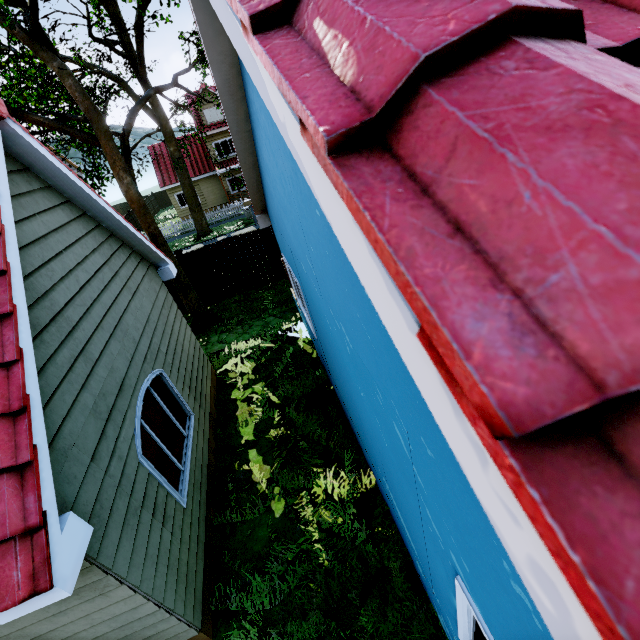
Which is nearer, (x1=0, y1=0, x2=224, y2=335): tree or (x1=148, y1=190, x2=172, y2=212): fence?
(x1=0, y1=0, x2=224, y2=335): tree

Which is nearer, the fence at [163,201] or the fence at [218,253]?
the fence at [218,253]

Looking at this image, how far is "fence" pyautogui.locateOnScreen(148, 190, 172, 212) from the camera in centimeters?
3991cm

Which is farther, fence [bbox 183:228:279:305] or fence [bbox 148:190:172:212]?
fence [bbox 148:190:172:212]

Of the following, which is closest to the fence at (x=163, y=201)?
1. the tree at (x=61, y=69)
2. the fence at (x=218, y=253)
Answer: the tree at (x=61, y=69)

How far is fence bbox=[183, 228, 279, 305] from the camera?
12.4 meters

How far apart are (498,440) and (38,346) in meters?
4.3

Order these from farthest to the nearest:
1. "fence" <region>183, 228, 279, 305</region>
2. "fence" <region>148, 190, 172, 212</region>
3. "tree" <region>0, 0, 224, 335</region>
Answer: "fence" <region>148, 190, 172, 212</region>
"fence" <region>183, 228, 279, 305</region>
"tree" <region>0, 0, 224, 335</region>
